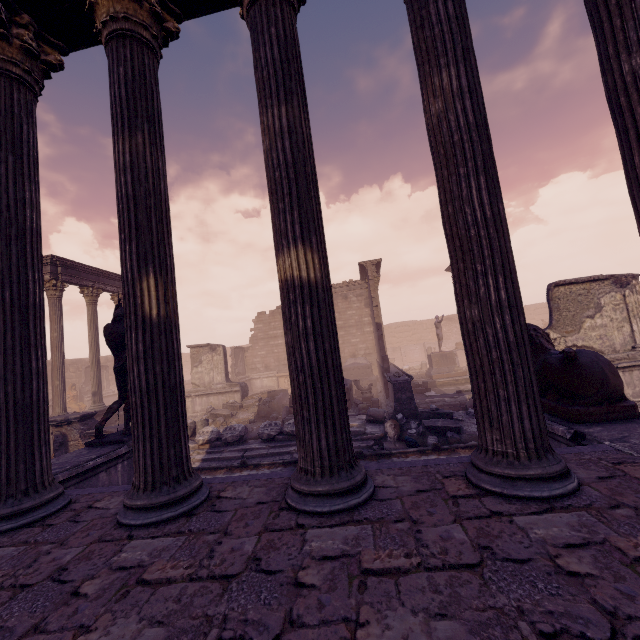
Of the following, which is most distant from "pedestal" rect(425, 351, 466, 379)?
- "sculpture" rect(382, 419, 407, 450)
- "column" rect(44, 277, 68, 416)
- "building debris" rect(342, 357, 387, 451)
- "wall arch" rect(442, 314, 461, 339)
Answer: "wall arch" rect(442, 314, 461, 339)

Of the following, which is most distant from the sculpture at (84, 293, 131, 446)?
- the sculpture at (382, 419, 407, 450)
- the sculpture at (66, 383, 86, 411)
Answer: the sculpture at (66, 383, 86, 411)

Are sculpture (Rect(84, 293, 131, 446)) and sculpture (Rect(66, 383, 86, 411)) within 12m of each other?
no

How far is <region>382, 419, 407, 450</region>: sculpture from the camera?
8.5m

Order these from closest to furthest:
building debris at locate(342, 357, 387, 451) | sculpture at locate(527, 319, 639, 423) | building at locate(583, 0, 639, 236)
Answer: building at locate(583, 0, 639, 236), sculpture at locate(527, 319, 639, 423), building debris at locate(342, 357, 387, 451)

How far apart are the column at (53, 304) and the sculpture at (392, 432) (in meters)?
12.13

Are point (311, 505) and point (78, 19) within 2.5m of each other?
no

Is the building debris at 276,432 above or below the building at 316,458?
below
